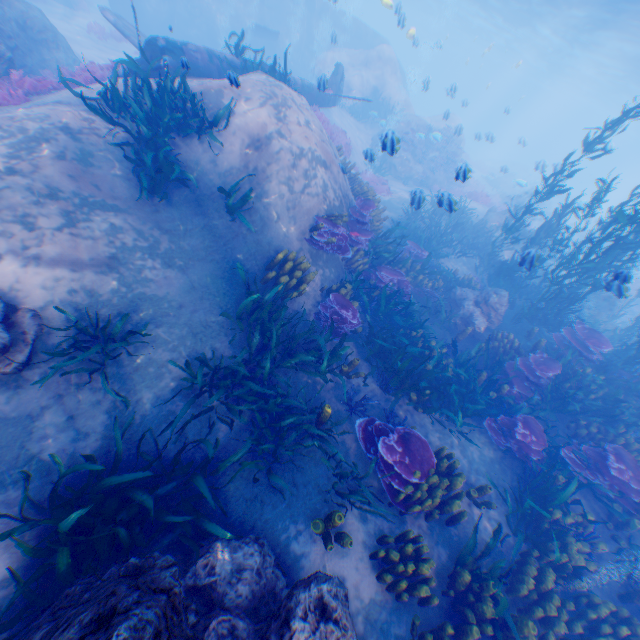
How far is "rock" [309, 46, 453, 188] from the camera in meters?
21.2 m

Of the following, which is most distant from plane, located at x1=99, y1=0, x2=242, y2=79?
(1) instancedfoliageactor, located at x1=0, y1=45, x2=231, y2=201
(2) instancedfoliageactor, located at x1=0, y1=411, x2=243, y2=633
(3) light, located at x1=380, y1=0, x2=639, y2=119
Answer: (2) instancedfoliageactor, located at x1=0, y1=411, x2=243, y2=633

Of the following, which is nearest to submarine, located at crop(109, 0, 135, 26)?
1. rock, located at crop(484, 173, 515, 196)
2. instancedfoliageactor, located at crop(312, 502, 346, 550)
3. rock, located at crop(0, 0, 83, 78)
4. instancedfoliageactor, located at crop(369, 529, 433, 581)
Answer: rock, located at crop(0, 0, 83, 78)

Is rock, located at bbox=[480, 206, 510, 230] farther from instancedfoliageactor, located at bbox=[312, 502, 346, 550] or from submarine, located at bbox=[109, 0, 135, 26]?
instancedfoliageactor, located at bbox=[312, 502, 346, 550]

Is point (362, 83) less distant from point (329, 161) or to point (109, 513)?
point (329, 161)

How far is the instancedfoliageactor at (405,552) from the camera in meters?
4.6 m

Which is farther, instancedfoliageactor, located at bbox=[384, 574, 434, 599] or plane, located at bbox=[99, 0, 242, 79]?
plane, located at bbox=[99, 0, 242, 79]

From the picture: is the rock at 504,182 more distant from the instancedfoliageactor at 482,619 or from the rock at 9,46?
the instancedfoliageactor at 482,619
